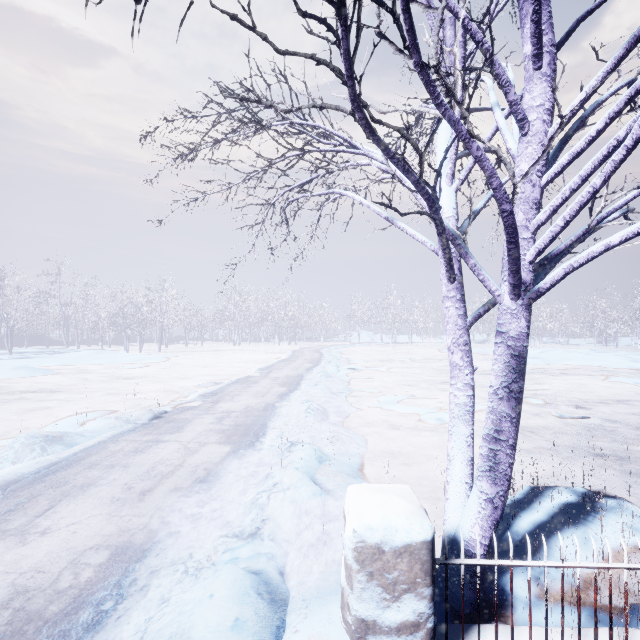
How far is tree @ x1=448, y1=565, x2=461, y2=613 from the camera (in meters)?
2.16

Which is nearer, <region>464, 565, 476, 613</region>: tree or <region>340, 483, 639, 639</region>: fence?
<region>340, 483, 639, 639</region>: fence

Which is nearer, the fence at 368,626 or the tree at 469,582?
the fence at 368,626

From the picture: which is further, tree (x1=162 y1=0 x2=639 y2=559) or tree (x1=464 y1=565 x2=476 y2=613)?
tree (x1=464 y1=565 x2=476 y2=613)

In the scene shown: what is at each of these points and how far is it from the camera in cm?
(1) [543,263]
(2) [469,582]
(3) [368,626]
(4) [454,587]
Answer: (1) tree, 235
(2) tree, 218
(3) fence, 155
(4) tree, 221
